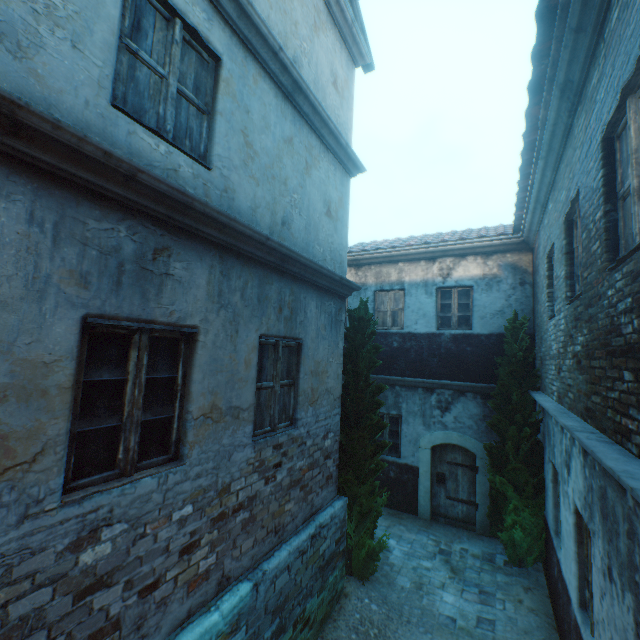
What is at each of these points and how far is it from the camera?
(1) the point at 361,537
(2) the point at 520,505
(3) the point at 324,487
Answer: (1) tree, 6.5 meters
(2) tree, 7.0 meters
(3) building, 5.5 meters

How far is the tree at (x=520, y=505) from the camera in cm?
696

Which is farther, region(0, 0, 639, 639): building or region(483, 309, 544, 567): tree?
region(483, 309, 544, 567): tree

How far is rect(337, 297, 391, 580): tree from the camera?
6.3 meters

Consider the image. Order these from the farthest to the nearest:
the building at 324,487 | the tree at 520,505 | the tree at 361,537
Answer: the tree at 520,505
the tree at 361,537
the building at 324,487

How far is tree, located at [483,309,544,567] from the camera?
7.0 meters

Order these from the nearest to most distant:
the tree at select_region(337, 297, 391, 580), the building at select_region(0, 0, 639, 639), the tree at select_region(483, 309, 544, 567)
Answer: the building at select_region(0, 0, 639, 639) < the tree at select_region(337, 297, 391, 580) < the tree at select_region(483, 309, 544, 567)

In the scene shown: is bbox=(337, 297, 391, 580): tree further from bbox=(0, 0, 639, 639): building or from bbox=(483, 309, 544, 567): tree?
bbox=(0, 0, 639, 639): building
